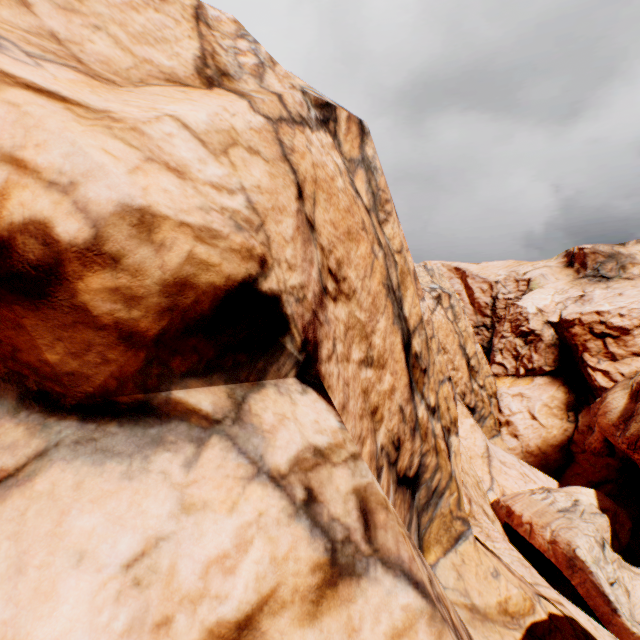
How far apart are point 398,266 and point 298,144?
4.8m
